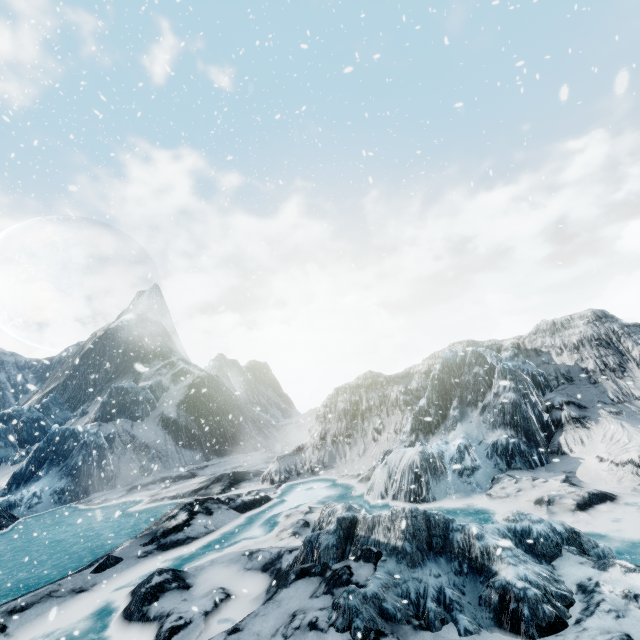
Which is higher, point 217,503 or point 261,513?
point 217,503
